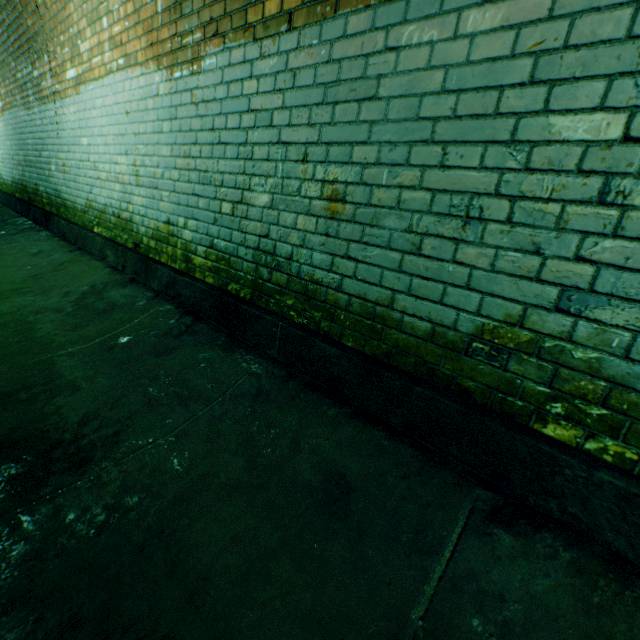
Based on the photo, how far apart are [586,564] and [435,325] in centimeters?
92cm
